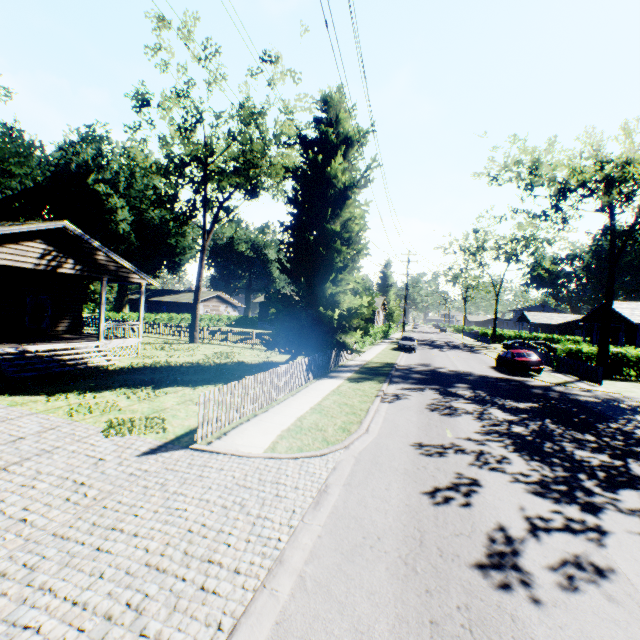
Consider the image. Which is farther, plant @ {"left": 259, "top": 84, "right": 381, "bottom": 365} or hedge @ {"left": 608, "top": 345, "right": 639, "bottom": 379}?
hedge @ {"left": 608, "top": 345, "right": 639, "bottom": 379}

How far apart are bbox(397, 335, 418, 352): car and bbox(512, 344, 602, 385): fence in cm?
1091

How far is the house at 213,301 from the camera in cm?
5366

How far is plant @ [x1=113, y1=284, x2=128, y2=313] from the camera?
50.9m

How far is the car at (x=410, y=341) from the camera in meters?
32.2 m

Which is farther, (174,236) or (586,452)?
(174,236)

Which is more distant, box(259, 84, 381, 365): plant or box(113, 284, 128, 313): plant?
box(113, 284, 128, 313): plant
